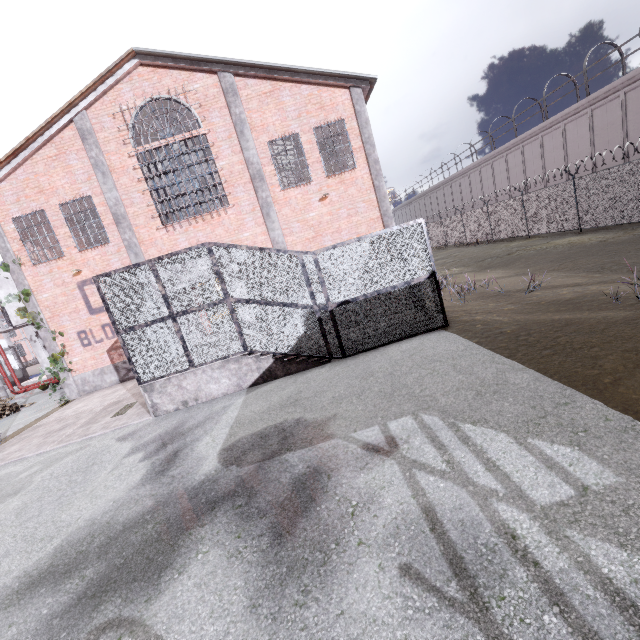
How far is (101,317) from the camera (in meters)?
14.14

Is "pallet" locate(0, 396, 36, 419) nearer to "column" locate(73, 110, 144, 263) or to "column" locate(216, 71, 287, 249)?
"column" locate(73, 110, 144, 263)

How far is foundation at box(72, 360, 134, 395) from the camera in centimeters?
1448cm

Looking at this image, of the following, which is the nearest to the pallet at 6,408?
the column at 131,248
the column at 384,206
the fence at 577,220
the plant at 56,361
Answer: the plant at 56,361

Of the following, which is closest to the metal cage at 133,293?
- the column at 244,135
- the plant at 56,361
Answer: the column at 244,135

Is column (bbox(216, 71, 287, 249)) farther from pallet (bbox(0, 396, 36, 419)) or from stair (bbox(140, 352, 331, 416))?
pallet (bbox(0, 396, 36, 419))

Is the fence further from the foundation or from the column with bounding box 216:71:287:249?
the column with bounding box 216:71:287:249

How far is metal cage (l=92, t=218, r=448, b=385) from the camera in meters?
8.3 m
